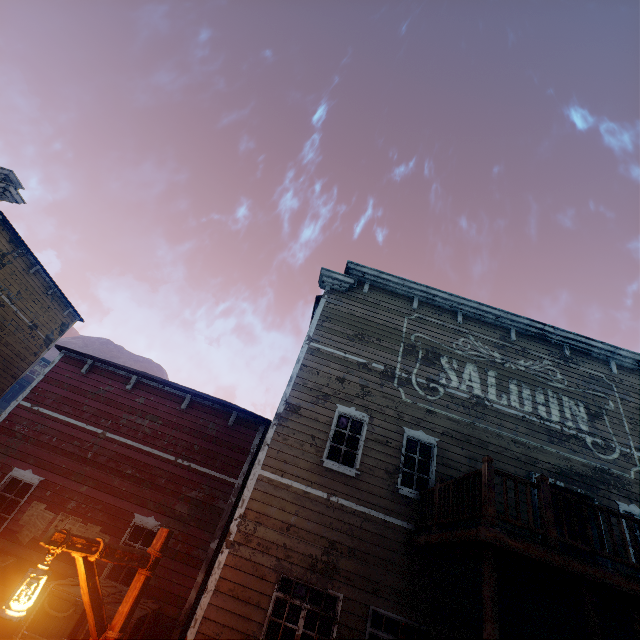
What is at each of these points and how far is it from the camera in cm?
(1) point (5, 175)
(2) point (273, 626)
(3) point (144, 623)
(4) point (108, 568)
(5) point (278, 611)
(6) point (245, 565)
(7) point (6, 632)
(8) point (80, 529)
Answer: (1) building, 1389
(2) curtain, 643
(3) wooden box, 728
(4) building, 859
(5) curtain, 657
(6) building, 679
(7) building, 775
(8) poster, 898

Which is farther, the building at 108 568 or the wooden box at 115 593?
the building at 108 568

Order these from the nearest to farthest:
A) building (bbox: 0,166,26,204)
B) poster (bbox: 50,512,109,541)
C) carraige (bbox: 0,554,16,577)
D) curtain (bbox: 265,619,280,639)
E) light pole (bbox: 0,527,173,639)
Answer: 1. light pole (bbox: 0,527,173,639)
2. curtain (bbox: 265,619,280,639)
3. carraige (bbox: 0,554,16,577)
4. poster (bbox: 50,512,109,541)
5. building (bbox: 0,166,26,204)

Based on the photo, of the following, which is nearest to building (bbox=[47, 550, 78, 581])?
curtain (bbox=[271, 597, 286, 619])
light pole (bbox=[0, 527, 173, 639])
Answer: curtain (bbox=[271, 597, 286, 619])

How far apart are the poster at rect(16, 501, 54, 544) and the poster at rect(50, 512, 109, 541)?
0.1 meters

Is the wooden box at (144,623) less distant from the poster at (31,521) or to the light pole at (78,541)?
the poster at (31,521)

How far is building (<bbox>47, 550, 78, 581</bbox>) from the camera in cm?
838

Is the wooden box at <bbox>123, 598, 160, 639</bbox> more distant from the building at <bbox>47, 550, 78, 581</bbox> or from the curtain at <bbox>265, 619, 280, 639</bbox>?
the curtain at <bbox>265, 619, 280, 639</bbox>
